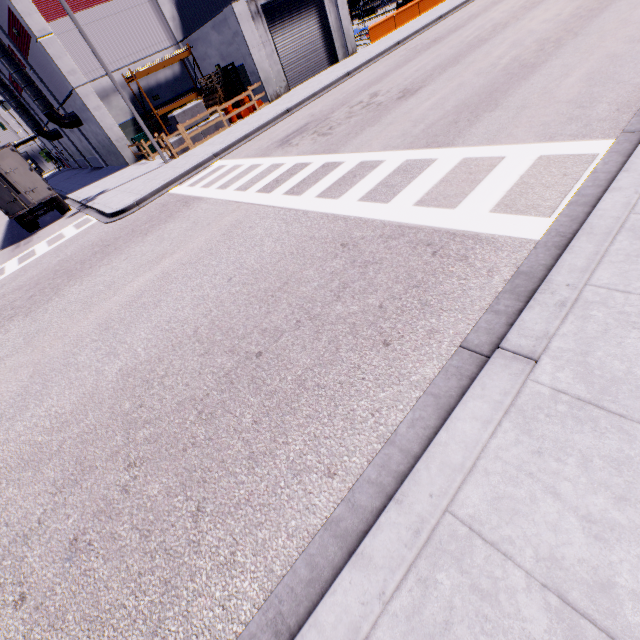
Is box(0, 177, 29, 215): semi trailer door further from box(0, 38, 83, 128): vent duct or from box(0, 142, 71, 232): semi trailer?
box(0, 38, 83, 128): vent duct

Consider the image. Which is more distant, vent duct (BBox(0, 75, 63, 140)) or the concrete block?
vent duct (BBox(0, 75, 63, 140))

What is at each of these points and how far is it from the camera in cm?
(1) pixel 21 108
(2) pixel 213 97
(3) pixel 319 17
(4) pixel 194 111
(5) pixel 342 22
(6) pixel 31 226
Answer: (1) vent duct, 3152
(2) pallet, 2066
(3) roll-up door, 2153
(4) concrete block, 1819
(5) building, 2217
(6) semi trailer, 1878

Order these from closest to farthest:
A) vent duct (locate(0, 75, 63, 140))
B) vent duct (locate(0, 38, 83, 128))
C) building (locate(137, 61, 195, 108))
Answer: vent duct (locate(0, 38, 83, 128)) < building (locate(137, 61, 195, 108)) < vent duct (locate(0, 75, 63, 140))

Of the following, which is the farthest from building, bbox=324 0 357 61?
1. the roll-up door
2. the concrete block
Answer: the concrete block

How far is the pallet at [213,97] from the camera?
20.1 meters

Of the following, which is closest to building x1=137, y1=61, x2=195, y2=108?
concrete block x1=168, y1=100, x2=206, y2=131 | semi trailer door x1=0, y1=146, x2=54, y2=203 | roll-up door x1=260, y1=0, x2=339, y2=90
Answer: roll-up door x1=260, y1=0, x2=339, y2=90

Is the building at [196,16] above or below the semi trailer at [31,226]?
above
